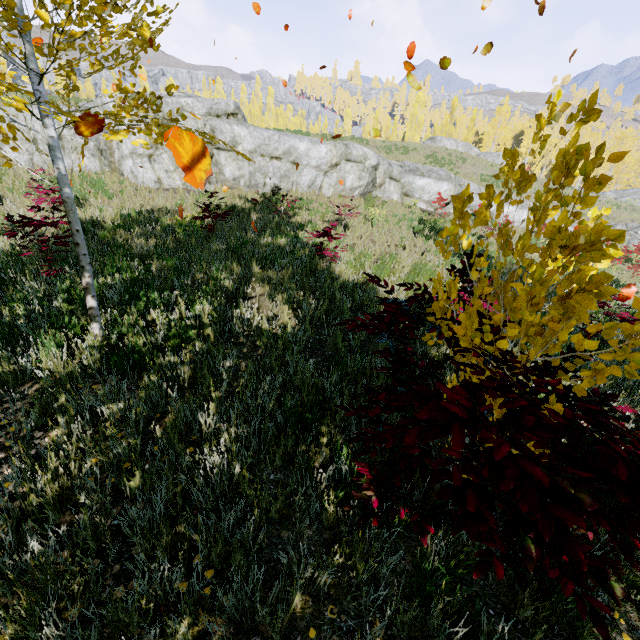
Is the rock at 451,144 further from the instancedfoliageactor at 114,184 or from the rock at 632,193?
the rock at 632,193

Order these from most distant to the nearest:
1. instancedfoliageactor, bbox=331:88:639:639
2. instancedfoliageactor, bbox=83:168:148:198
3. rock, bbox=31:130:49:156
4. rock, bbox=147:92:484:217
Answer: rock, bbox=147:92:484:217 < rock, bbox=31:130:49:156 < instancedfoliageactor, bbox=83:168:148:198 < instancedfoliageactor, bbox=331:88:639:639

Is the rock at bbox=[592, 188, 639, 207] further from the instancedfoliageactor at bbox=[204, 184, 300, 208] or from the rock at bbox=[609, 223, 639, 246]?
the rock at bbox=[609, 223, 639, 246]

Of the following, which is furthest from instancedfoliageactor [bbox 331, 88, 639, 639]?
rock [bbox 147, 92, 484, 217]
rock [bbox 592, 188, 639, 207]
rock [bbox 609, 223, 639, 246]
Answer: rock [bbox 609, 223, 639, 246]

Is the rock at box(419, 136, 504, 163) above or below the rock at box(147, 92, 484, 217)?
above

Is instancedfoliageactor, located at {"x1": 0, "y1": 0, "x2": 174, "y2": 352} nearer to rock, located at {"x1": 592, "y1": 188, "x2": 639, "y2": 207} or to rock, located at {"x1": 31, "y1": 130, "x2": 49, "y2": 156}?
rock, located at {"x1": 592, "y1": 188, "x2": 639, "y2": 207}

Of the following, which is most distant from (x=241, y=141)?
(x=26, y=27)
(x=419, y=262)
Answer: (x=26, y=27)

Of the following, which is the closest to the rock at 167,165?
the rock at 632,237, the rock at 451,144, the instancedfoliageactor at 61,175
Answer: the rock at 632,237
